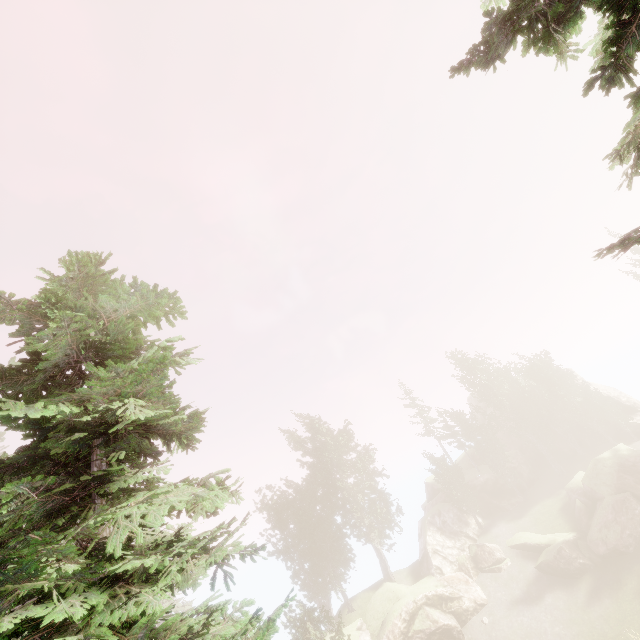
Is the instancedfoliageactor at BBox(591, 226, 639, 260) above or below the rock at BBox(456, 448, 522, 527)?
above

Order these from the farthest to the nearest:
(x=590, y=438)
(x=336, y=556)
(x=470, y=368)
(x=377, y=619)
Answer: (x=470, y=368)
(x=590, y=438)
(x=336, y=556)
(x=377, y=619)

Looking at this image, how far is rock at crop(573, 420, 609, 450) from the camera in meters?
45.0

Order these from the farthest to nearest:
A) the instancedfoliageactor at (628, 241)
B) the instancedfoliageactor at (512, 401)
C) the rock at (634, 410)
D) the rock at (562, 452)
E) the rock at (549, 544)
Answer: the rock at (562, 452) → the rock at (634, 410) → the instancedfoliageactor at (512, 401) → the rock at (549, 544) → the instancedfoliageactor at (628, 241)

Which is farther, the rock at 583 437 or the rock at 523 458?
the rock at 583 437
